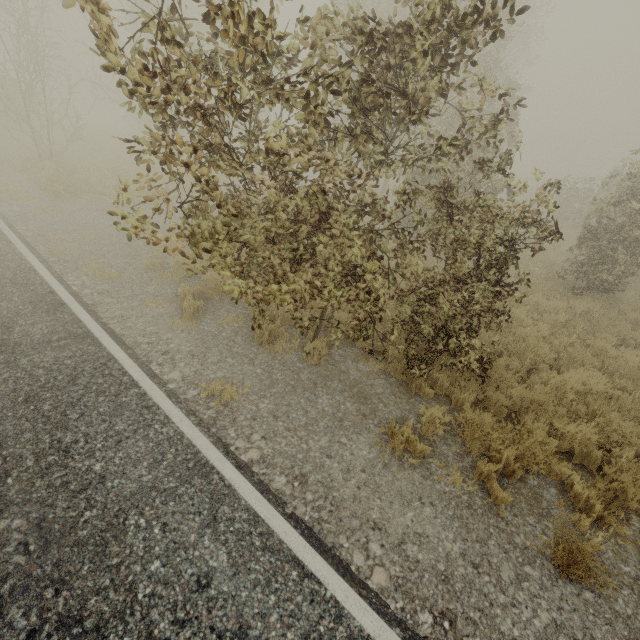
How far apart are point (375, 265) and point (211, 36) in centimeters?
317cm
